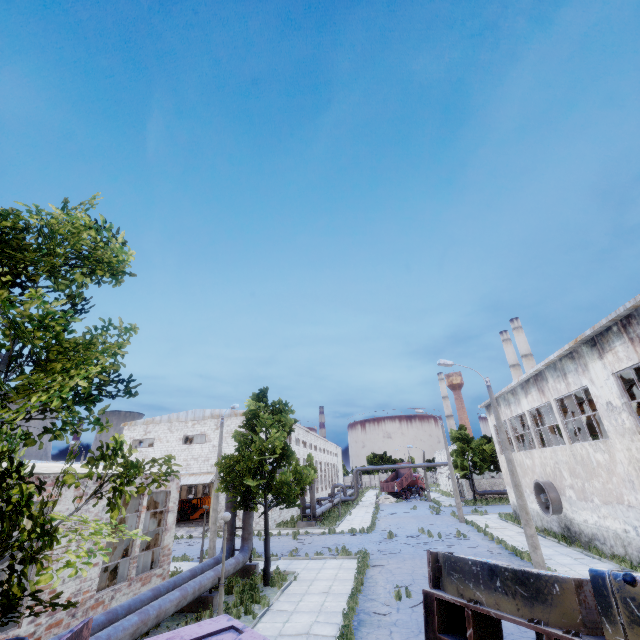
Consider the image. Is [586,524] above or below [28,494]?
below

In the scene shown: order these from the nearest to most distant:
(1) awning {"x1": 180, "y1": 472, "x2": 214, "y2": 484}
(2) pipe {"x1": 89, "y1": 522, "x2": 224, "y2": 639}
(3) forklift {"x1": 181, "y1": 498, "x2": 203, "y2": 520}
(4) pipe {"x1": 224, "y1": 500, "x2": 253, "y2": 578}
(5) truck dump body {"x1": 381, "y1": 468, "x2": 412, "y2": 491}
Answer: (2) pipe {"x1": 89, "y1": 522, "x2": 224, "y2": 639} → (4) pipe {"x1": 224, "y1": 500, "x2": 253, "y2": 578} → (1) awning {"x1": 180, "y1": 472, "x2": 214, "y2": 484} → (3) forklift {"x1": 181, "y1": 498, "x2": 203, "y2": 520} → (5) truck dump body {"x1": 381, "y1": 468, "x2": 412, "y2": 491}

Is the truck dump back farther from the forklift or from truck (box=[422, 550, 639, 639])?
the forklift

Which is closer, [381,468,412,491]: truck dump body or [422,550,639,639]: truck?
[422,550,639,639]: truck

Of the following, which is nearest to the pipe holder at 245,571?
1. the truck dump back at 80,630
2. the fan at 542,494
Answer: the truck dump back at 80,630

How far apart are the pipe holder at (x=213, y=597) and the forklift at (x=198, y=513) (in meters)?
29.54

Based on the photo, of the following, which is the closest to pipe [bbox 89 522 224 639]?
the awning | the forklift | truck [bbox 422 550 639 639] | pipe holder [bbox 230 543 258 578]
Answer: pipe holder [bbox 230 543 258 578]

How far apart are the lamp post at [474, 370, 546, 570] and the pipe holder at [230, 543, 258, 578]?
12.4m
